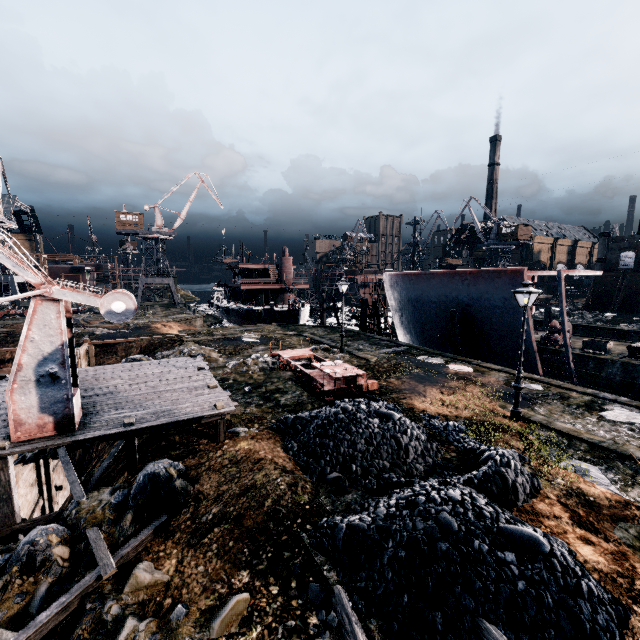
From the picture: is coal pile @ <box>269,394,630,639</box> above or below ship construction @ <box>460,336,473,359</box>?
above

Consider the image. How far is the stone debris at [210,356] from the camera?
22.98m

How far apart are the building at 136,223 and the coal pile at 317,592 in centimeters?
6446cm

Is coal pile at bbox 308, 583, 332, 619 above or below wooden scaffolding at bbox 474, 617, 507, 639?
below

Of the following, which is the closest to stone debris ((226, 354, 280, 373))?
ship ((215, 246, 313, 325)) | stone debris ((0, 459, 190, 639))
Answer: stone debris ((0, 459, 190, 639))

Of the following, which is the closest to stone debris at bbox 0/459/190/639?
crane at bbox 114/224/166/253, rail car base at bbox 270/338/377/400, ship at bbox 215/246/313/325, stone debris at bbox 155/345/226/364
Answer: stone debris at bbox 155/345/226/364

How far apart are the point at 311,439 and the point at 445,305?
20.5m

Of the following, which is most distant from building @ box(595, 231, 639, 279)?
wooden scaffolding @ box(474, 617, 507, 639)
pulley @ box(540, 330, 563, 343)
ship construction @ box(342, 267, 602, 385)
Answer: pulley @ box(540, 330, 563, 343)
